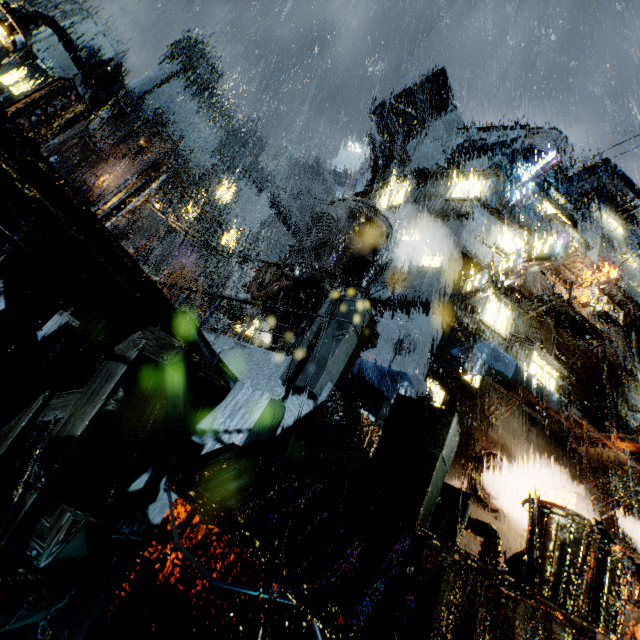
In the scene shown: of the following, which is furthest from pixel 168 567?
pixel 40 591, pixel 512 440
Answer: pixel 512 440

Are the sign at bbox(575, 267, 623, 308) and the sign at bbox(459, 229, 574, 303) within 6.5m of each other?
no

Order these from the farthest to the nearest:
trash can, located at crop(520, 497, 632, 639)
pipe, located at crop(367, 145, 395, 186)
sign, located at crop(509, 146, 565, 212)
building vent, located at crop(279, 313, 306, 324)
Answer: pipe, located at crop(367, 145, 395, 186), building vent, located at crop(279, 313, 306, 324), sign, located at crop(509, 146, 565, 212), trash can, located at crop(520, 497, 632, 639)

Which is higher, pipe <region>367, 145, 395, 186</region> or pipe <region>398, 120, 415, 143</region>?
pipe <region>398, 120, 415, 143</region>

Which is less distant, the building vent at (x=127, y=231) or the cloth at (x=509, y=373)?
the cloth at (x=509, y=373)

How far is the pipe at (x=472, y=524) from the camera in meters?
8.0

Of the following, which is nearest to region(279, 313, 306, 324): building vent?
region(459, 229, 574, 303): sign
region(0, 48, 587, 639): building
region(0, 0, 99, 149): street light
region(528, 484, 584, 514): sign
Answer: region(0, 48, 587, 639): building

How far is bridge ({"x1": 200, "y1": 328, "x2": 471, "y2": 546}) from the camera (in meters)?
4.02
